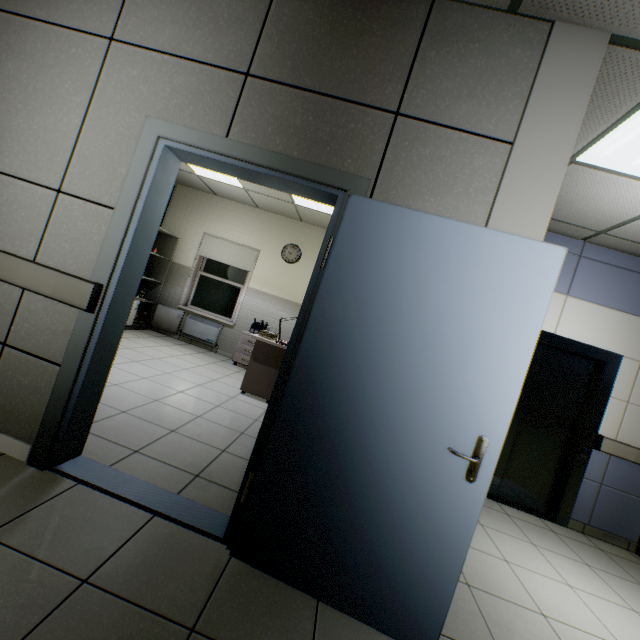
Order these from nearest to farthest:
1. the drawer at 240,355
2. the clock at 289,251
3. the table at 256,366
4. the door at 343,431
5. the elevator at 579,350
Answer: the door at 343,431 → the elevator at 579,350 → the table at 256,366 → the drawer at 240,355 → the clock at 289,251

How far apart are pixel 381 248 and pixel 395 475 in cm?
114

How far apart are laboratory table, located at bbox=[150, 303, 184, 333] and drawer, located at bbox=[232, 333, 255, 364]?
1.62m

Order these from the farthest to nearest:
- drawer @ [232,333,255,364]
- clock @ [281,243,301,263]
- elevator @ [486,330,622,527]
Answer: clock @ [281,243,301,263] → drawer @ [232,333,255,364] → elevator @ [486,330,622,527]

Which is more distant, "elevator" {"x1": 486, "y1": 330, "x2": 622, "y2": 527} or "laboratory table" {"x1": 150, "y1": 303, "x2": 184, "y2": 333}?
"laboratory table" {"x1": 150, "y1": 303, "x2": 184, "y2": 333}

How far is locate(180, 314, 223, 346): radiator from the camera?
6.89m

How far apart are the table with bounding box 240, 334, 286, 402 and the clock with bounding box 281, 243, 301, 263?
2.09m

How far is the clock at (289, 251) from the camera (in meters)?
6.87
